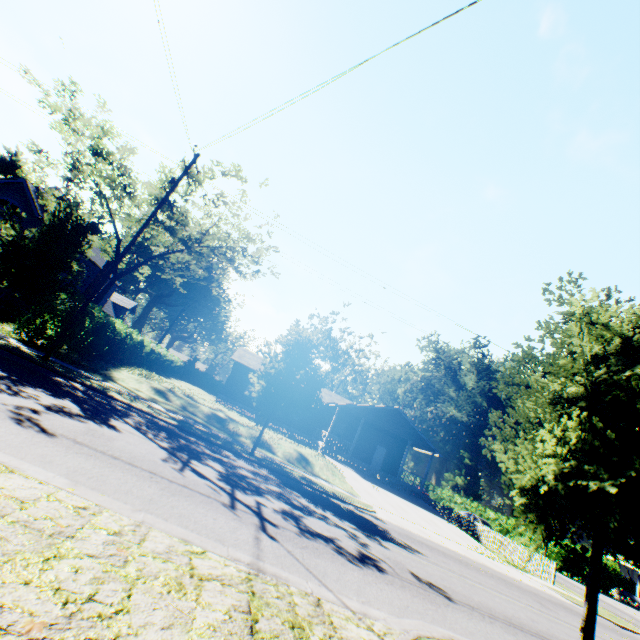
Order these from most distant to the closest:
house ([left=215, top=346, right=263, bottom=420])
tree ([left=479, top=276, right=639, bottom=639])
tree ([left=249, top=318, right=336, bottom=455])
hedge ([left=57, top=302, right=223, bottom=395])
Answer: house ([left=215, top=346, right=263, bottom=420])
hedge ([left=57, top=302, right=223, bottom=395])
tree ([left=249, top=318, right=336, bottom=455])
tree ([left=479, top=276, right=639, bottom=639])

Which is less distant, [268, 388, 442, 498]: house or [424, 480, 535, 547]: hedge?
[268, 388, 442, 498]: house

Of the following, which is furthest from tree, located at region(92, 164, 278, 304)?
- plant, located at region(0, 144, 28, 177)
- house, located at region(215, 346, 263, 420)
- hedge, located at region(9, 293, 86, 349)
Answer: house, located at region(215, 346, 263, 420)

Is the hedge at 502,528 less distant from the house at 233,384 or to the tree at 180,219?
the house at 233,384

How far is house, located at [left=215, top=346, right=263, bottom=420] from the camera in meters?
31.1

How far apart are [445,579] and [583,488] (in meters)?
6.10

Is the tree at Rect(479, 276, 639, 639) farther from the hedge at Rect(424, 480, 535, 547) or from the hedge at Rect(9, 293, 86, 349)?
the hedge at Rect(424, 480, 535, 547)

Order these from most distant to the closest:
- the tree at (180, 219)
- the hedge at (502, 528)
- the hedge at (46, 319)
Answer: the hedge at (502, 528) < the tree at (180, 219) < the hedge at (46, 319)
